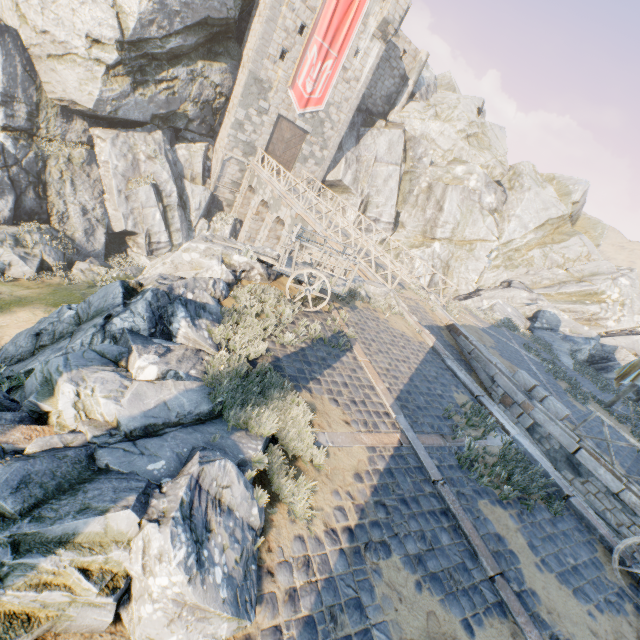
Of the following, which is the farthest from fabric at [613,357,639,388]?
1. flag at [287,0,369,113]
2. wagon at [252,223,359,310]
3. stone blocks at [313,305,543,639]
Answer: wagon at [252,223,359,310]

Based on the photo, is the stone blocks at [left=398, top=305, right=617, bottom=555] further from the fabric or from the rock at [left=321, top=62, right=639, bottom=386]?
the fabric

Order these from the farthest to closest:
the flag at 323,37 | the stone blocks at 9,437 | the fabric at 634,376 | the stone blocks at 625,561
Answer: the flag at 323,37, the fabric at 634,376, the stone blocks at 625,561, the stone blocks at 9,437

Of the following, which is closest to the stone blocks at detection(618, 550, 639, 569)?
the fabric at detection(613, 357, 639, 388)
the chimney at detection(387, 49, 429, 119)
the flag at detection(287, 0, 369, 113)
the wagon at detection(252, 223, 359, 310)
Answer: the fabric at detection(613, 357, 639, 388)

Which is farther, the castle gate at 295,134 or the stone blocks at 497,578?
the castle gate at 295,134

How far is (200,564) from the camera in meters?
2.7

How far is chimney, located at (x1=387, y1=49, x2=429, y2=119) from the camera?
29.2m

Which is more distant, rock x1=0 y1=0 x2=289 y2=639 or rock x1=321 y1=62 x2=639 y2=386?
rock x1=321 y1=62 x2=639 y2=386
